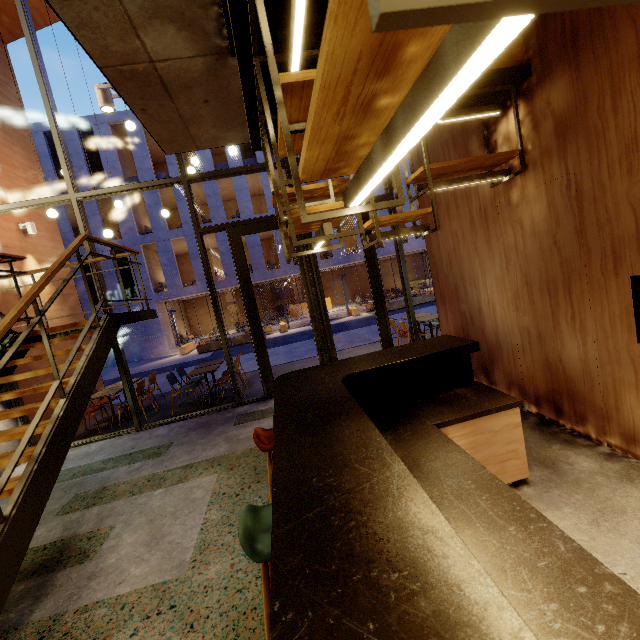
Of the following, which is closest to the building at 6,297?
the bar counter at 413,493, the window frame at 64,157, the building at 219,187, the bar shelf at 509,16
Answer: the window frame at 64,157

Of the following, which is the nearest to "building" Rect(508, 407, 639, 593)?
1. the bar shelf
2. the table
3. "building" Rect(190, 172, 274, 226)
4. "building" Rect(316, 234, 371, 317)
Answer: the bar shelf

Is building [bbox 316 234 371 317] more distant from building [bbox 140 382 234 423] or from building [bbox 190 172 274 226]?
building [bbox 140 382 234 423]

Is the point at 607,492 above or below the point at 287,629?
below

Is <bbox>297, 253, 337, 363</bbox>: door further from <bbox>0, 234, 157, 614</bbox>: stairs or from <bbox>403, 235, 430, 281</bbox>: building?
<bbox>403, 235, 430, 281</bbox>: building

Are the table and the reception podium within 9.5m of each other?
no

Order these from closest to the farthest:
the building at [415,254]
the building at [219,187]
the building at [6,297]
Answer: the building at [6,297] → the building at [219,187] → the building at [415,254]

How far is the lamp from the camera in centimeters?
358cm
